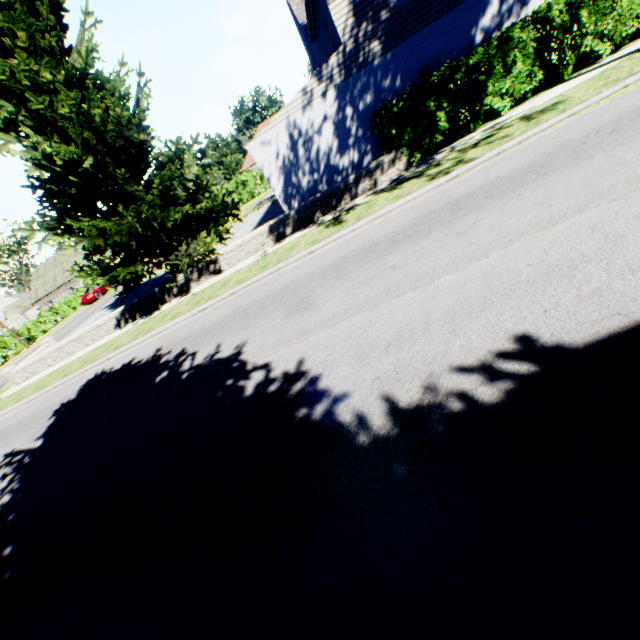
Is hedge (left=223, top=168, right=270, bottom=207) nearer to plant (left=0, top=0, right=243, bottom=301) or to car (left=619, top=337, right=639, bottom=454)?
plant (left=0, top=0, right=243, bottom=301)

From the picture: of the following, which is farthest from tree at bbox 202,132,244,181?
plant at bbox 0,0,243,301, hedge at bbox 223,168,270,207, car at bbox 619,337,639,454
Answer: car at bbox 619,337,639,454

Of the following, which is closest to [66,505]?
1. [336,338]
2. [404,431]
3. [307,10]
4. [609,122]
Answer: [336,338]

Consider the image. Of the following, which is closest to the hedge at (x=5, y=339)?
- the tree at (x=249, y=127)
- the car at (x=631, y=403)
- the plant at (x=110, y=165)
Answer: the tree at (x=249, y=127)

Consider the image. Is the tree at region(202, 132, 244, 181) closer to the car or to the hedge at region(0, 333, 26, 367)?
the hedge at region(0, 333, 26, 367)

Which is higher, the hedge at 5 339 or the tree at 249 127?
the tree at 249 127

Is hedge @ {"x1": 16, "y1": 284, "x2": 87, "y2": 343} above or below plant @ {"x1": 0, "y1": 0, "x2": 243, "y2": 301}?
below

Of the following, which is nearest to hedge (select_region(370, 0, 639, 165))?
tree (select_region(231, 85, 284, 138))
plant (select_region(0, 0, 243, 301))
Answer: plant (select_region(0, 0, 243, 301))
